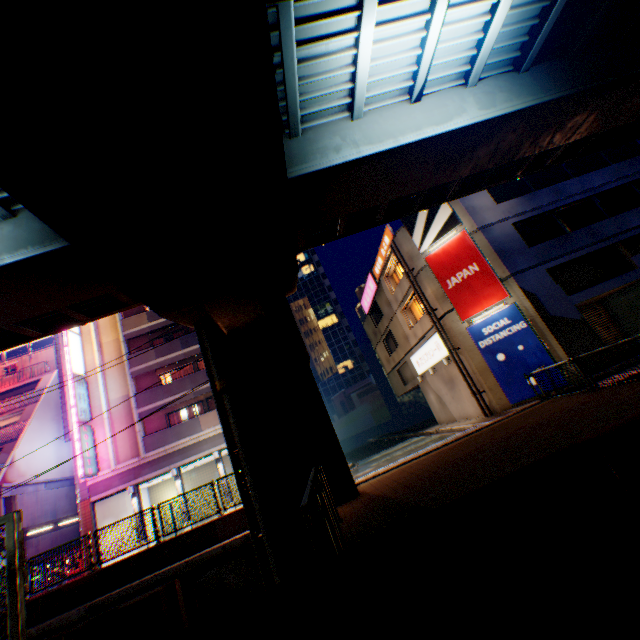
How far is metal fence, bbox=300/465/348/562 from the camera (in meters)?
3.25

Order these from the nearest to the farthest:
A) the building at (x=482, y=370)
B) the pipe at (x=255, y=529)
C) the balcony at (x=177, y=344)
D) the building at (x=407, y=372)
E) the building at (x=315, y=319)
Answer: the pipe at (x=255, y=529) < the building at (x=482, y=370) < the building at (x=407, y=372) < the balcony at (x=177, y=344) < the building at (x=315, y=319)

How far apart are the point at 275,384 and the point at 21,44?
8.8m

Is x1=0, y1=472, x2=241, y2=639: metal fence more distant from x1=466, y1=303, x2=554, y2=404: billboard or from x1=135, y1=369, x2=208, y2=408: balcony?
x1=466, y1=303, x2=554, y2=404: billboard

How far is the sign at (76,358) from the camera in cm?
2261

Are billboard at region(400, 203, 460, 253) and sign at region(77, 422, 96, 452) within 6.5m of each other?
no

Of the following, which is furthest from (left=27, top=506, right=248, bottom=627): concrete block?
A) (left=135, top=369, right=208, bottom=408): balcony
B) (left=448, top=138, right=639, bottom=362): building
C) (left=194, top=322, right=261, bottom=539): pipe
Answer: (left=135, top=369, right=208, bottom=408): balcony

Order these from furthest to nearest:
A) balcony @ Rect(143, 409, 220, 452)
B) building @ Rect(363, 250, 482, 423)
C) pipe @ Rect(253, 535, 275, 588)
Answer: balcony @ Rect(143, 409, 220, 452)
building @ Rect(363, 250, 482, 423)
pipe @ Rect(253, 535, 275, 588)
